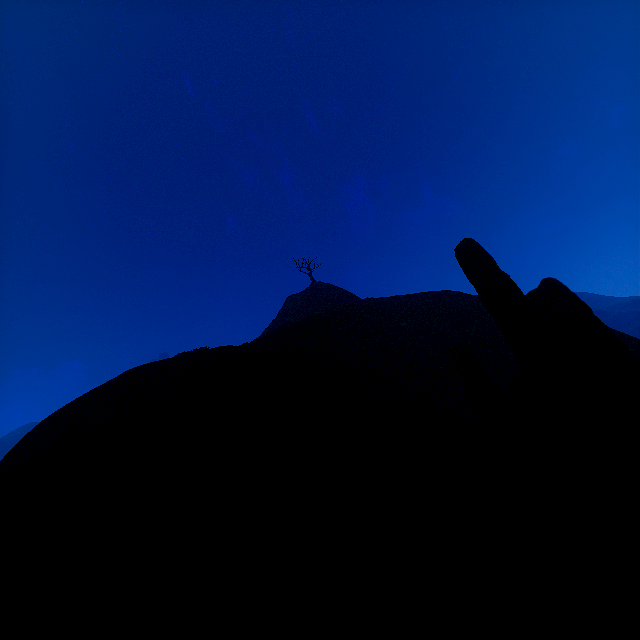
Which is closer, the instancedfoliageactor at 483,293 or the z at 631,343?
the instancedfoliageactor at 483,293

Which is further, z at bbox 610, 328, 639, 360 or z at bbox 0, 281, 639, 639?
z at bbox 610, 328, 639, 360

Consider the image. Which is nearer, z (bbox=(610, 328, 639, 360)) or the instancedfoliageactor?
the instancedfoliageactor

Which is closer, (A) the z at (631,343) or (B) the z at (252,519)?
(B) the z at (252,519)

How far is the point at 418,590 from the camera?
3.1m
